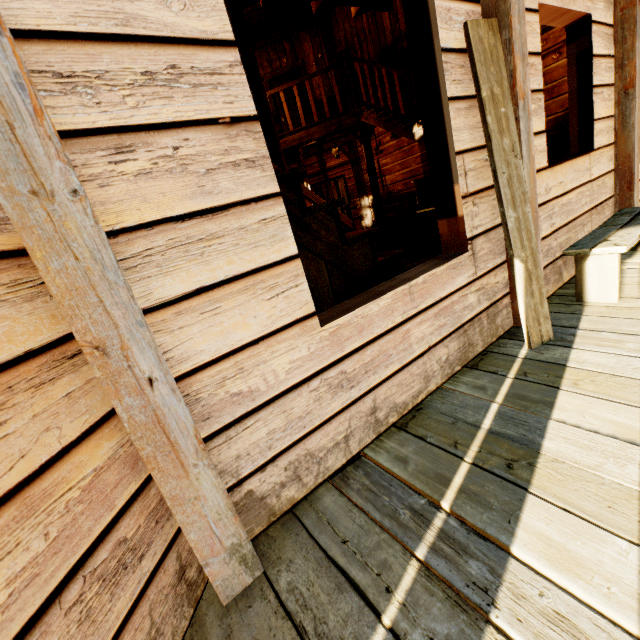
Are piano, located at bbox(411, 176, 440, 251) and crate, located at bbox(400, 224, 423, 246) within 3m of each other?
yes

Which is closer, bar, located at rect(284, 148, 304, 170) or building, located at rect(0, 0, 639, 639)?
building, located at rect(0, 0, 639, 639)

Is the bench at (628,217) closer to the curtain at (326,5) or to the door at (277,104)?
the curtain at (326,5)

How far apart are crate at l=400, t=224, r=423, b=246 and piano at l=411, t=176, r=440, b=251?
0.26m

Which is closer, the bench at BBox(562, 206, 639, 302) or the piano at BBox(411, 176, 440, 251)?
the bench at BBox(562, 206, 639, 302)

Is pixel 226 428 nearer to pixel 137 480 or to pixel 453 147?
pixel 137 480

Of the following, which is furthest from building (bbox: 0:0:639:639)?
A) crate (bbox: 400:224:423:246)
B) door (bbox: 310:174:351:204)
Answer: crate (bbox: 400:224:423:246)

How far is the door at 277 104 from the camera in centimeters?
935cm
